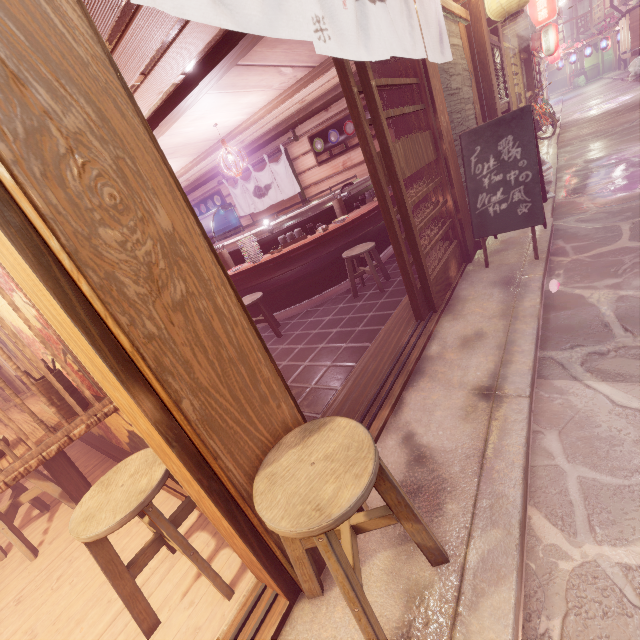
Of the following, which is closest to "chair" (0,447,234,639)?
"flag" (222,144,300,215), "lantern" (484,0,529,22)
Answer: "lantern" (484,0,529,22)

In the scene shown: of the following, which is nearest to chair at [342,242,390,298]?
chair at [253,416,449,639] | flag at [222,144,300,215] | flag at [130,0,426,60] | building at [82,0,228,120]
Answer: flag at [130,0,426,60]

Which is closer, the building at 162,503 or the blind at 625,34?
the building at 162,503

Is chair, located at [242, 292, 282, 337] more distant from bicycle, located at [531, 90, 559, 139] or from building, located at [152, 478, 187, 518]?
bicycle, located at [531, 90, 559, 139]

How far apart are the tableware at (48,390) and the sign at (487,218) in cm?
755

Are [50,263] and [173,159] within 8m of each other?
no

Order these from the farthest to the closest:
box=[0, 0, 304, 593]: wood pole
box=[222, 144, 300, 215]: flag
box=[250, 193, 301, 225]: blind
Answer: box=[250, 193, 301, 225]: blind
box=[222, 144, 300, 215]: flag
box=[0, 0, 304, 593]: wood pole

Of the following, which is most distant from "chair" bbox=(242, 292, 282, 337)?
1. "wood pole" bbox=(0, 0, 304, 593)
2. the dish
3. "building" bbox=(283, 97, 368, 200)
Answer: "wood pole" bbox=(0, 0, 304, 593)
